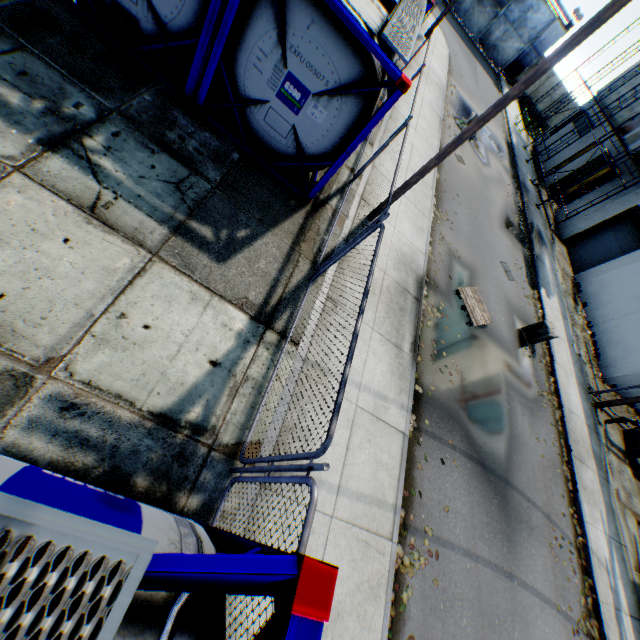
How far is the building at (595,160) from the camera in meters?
23.2

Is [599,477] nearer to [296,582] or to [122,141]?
[296,582]

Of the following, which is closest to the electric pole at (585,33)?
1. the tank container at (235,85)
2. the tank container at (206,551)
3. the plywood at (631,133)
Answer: the tank container at (235,85)

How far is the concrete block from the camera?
11.9m

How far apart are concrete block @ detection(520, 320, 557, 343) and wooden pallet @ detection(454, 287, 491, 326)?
2.6 meters

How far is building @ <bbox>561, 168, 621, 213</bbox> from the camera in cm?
2098

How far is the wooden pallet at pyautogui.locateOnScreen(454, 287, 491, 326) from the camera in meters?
10.2

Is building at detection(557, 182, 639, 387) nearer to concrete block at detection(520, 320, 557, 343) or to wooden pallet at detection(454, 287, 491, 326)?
concrete block at detection(520, 320, 557, 343)
